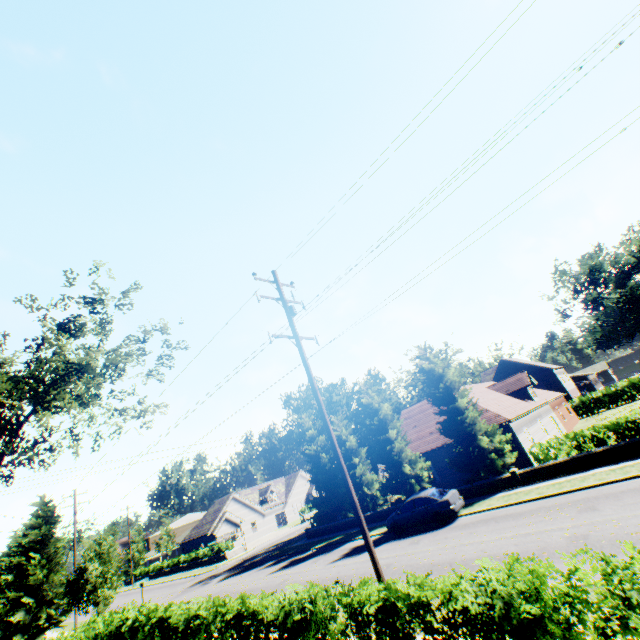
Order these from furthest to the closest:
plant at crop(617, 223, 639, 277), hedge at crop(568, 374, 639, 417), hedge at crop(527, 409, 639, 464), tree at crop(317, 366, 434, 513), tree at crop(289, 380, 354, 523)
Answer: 1. plant at crop(617, 223, 639, 277)
2. hedge at crop(568, 374, 639, 417)
3. tree at crop(289, 380, 354, 523)
4. tree at crop(317, 366, 434, 513)
5. hedge at crop(527, 409, 639, 464)

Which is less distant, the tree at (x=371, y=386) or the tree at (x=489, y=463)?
the tree at (x=489, y=463)

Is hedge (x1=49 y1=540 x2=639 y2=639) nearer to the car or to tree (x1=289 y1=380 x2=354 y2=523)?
tree (x1=289 y1=380 x2=354 y2=523)

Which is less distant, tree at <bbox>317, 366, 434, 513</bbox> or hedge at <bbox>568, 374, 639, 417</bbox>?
tree at <bbox>317, 366, 434, 513</bbox>

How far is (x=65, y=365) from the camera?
16.4 meters

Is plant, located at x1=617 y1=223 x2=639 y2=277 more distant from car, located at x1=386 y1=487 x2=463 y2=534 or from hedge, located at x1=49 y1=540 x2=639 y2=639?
car, located at x1=386 y1=487 x2=463 y2=534

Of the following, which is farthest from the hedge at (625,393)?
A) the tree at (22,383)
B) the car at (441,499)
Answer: the car at (441,499)
